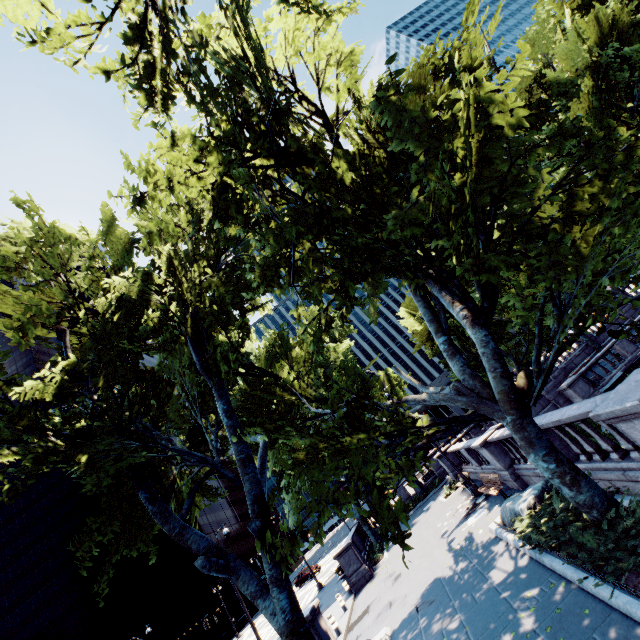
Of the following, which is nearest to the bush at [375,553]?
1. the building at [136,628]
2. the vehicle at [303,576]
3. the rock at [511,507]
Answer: the rock at [511,507]

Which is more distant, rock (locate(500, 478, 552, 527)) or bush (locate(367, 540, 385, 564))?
bush (locate(367, 540, 385, 564))

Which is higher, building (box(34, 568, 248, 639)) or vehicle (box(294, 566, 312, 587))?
building (box(34, 568, 248, 639))

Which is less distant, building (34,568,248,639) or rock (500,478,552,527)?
rock (500,478,552,527)

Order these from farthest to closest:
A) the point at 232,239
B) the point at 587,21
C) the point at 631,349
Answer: the point at 631,349, the point at 587,21, the point at 232,239

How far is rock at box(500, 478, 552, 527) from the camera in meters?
9.8

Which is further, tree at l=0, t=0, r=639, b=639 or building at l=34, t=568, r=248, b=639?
building at l=34, t=568, r=248, b=639

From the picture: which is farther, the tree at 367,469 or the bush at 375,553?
the bush at 375,553
